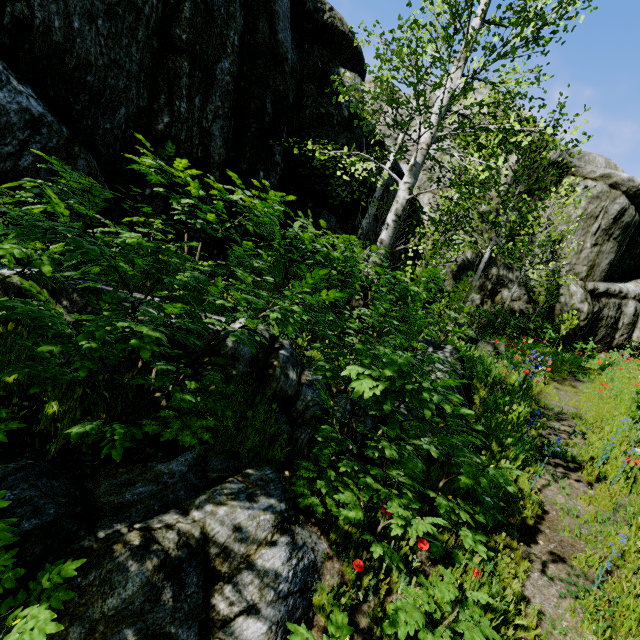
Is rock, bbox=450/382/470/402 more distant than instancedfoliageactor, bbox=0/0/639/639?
A: Yes

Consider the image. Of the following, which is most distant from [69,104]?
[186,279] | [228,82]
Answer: [186,279]

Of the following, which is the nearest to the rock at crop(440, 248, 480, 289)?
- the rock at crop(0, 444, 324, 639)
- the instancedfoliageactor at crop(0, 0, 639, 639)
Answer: the instancedfoliageactor at crop(0, 0, 639, 639)

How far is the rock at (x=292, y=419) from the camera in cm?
336

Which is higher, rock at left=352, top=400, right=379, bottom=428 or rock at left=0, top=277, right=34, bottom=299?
rock at left=0, top=277, right=34, bottom=299

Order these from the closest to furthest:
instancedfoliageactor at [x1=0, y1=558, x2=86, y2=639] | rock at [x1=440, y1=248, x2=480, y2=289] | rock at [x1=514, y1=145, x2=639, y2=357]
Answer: instancedfoliageactor at [x1=0, y1=558, x2=86, y2=639] → rock at [x1=440, y1=248, x2=480, y2=289] → rock at [x1=514, y1=145, x2=639, y2=357]

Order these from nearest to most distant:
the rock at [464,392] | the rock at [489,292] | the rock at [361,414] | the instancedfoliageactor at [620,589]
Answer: the instancedfoliageactor at [620,589], the rock at [361,414], the rock at [464,392], the rock at [489,292]
